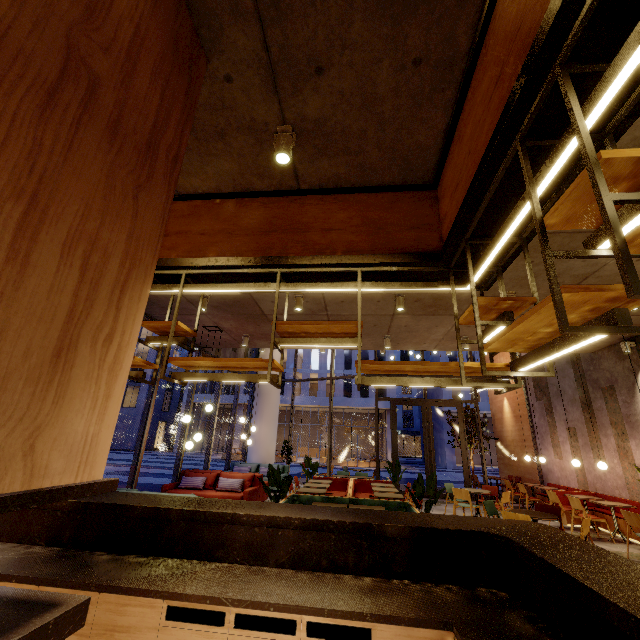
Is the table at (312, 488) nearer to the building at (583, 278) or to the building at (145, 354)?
the building at (583, 278)

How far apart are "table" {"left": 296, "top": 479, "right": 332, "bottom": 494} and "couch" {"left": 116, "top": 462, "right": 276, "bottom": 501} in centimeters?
140cm

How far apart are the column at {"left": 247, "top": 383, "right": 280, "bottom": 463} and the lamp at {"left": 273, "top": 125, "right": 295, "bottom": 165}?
12.5 meters

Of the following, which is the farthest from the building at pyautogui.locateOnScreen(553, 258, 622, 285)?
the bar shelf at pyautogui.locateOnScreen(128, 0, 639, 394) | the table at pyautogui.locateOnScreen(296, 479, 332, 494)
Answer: the table at pyautogui.locateOnScreen(296, 479, 332, 494)

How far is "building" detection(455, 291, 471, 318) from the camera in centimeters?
611cm

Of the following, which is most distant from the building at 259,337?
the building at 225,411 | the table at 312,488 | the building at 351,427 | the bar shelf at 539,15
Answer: the building at 225,411

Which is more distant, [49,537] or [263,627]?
[49,537]
